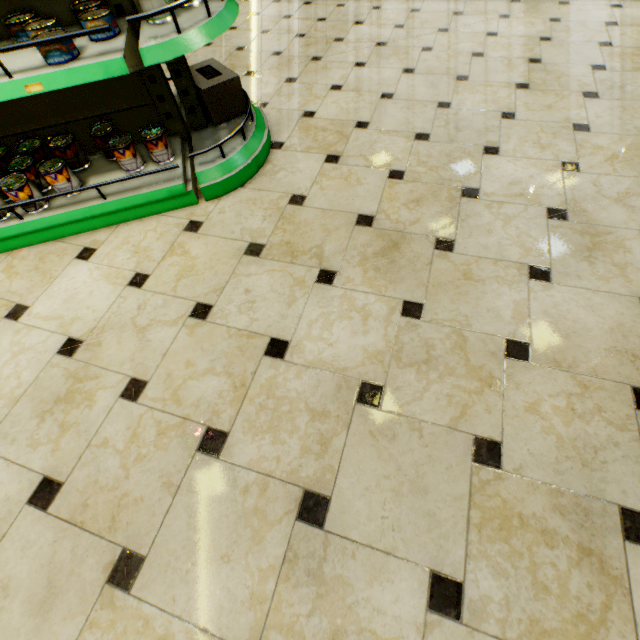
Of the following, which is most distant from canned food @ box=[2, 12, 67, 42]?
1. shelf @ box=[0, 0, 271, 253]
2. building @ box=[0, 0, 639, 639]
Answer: building @ box=[0, 0, 639, 639]

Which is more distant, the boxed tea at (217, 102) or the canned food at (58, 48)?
the boxed tea at (217, 102)

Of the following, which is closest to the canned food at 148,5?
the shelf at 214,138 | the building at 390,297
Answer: the shelf at 214,138

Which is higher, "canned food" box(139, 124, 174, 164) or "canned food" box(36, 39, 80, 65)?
"canned food" box(36, 39, 80, 65)

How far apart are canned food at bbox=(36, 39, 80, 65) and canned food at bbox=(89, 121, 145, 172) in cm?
48

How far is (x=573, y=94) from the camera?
2.25m

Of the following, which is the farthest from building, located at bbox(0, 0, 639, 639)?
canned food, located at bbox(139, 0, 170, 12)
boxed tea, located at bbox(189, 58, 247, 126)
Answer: canned food, located at bbox(139, 0, 170, 12)

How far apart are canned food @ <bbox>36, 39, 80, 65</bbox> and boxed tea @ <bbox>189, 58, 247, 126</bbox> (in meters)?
0.73
